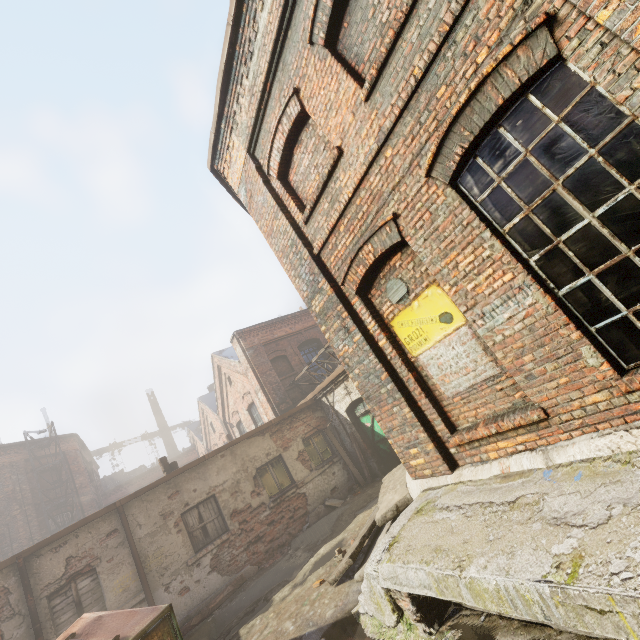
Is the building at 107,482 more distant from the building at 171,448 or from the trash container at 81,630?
the trash container at 81,630

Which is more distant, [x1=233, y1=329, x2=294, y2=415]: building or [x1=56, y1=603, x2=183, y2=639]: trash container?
[x1=233, y1=329, x2=294, y2=415]: building

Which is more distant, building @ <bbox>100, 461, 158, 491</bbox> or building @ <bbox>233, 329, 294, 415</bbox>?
building @ <bbox>100, 461, 158, 491</bbox>

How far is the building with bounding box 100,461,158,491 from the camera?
33.3 meters

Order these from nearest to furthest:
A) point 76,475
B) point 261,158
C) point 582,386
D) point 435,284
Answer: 1. point 582,386
2. point 435,284
3. point 261,158
4. point 76,475

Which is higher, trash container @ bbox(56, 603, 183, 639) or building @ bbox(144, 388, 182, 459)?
building @ bbox(144, 388, 182, 459)

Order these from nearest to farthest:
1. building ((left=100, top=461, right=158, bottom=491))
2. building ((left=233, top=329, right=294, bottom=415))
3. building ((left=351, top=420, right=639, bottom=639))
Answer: building ((left=351, top=420, right=639, bottom=639))
building ((left=233, top=329, right=294, bottom=415))
building ((left=100, top=461, right=158, bottom=491))

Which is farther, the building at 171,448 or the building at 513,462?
the building at 171,448
